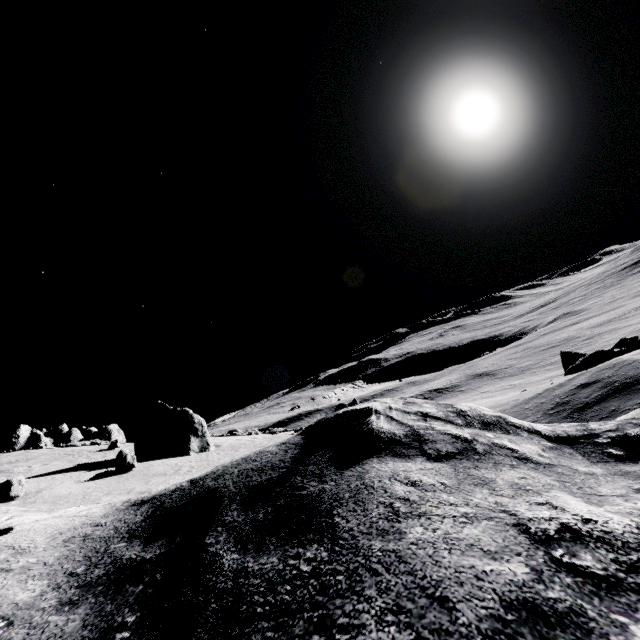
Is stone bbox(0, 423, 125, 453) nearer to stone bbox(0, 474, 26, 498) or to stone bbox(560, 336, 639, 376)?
stone bbox(0, 474, 26, 498)

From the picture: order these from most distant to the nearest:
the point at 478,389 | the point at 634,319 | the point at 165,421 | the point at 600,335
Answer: the point at 634,319, the point at 600,335, the point at 478,389, the point at 165,421

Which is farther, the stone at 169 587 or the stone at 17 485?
the stone at 17 485

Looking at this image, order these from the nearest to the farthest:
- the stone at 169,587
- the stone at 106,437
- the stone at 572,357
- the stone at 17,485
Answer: the stone at 169,587 → the stone at 17,485 → the stone at 572,357 → the stone at 106,437

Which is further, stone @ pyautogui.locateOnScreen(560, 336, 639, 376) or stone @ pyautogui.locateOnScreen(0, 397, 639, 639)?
stone @ pyautogui.locateOnScreen(560, 336, 639, 376)
